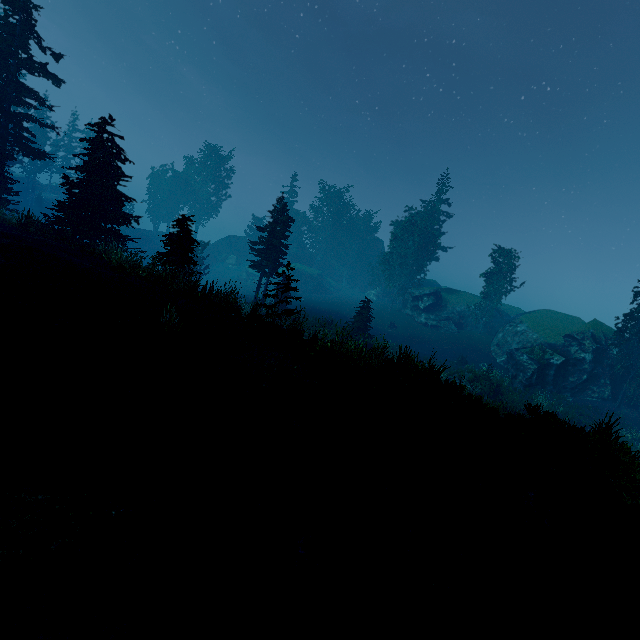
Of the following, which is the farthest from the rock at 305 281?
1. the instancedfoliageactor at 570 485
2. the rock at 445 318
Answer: the rock at 445 318

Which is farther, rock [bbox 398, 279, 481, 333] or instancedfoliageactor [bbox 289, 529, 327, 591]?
rock [bbox 398, 279, 481, 333]

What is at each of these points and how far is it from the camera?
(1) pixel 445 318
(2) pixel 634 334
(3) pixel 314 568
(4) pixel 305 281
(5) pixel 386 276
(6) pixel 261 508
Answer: (1) rock, 42.6m
(2) instancedfoliageactor, 25.7m
(3) instancedfoliageactor, 4.0m
(4) rock, 57.6m
(5) instancedfoliageactor, 52.5m
(6) instancedfoliageactor, 4.8m

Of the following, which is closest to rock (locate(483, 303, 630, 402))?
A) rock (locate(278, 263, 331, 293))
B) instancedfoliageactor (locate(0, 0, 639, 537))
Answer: instancedfoliageactor (locate(0, 0, 639, 537))

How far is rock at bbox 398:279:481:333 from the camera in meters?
42.4 m

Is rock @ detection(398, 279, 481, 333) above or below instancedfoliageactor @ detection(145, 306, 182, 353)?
above

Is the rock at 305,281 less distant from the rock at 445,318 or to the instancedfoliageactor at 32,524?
the instancedfoliageactor at 32,524
